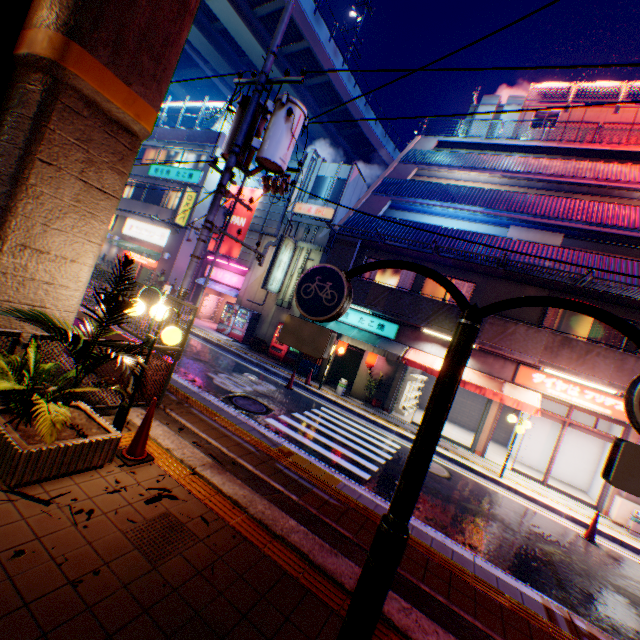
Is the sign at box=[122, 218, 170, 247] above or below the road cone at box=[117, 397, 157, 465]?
above

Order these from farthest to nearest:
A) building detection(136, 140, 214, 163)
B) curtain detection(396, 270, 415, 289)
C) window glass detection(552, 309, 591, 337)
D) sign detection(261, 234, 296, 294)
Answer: building detection(136, 140, 214, 163)
sign detection(261, 234, 296, 294)
curtain detection(396, 270, 415, 289)
window glass detection(552, 309, 591, 337)

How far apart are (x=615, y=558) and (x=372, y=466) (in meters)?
6.67

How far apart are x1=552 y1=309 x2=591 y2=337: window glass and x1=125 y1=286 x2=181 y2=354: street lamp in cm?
1381

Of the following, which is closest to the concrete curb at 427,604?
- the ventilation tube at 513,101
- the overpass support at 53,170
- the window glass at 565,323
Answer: the overpass support at 53,170

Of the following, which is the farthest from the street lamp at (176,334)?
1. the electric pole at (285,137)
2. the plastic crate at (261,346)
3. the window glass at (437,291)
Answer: the plastic crate at (261,346)

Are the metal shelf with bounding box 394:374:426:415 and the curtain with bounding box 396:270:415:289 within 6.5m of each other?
yes

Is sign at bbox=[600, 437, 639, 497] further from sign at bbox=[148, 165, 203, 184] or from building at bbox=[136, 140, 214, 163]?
sign at bbox=[148, 165, 203, 184]
